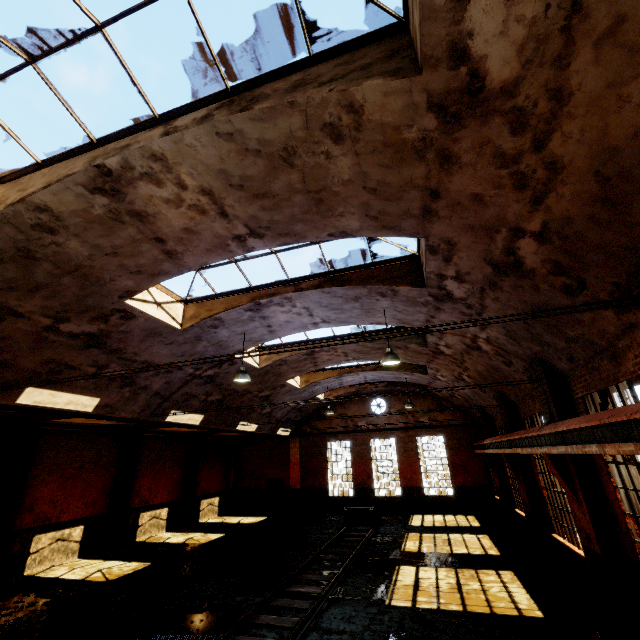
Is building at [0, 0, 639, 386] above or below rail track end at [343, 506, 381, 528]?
above

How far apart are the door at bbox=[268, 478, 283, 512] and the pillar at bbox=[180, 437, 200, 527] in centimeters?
542cm

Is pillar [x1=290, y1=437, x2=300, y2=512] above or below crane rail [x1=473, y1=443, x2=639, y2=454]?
below

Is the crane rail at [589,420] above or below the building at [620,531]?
above

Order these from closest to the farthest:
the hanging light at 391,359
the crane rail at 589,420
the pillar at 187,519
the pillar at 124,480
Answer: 1. the crane rail at 589,420
2. the hanging light at 391,359
3. the pillar at 124,480
4. the pillar at 187,519

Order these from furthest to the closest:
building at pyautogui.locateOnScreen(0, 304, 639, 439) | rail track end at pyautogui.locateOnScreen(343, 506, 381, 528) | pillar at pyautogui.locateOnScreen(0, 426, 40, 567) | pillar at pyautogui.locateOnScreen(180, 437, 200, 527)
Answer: pillar at pyautogui.locateOnScreen(180, 437, 200, 527), rail track end at pyautogui.locateOnScreen(343, 506, 381, 528), pillar at pyautogui.locateOnScreen(0, 426, 40, 567), building at pyautogui.locateOnScreen(0, 304, 639, 439)

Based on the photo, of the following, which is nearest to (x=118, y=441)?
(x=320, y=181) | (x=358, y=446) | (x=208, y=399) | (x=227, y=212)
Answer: (x=208, y=399)

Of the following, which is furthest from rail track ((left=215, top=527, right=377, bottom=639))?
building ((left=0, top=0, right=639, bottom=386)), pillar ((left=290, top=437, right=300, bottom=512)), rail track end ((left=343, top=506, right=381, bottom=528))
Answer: pillar ((left=290, top=437, right=300, bottom=512))
